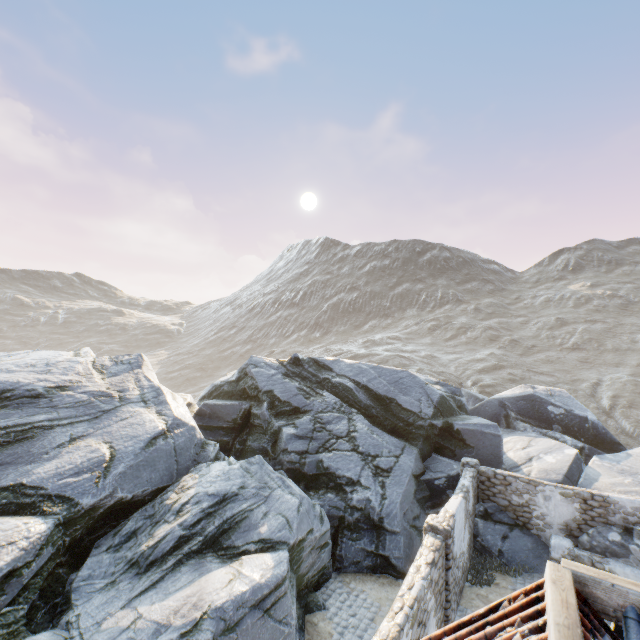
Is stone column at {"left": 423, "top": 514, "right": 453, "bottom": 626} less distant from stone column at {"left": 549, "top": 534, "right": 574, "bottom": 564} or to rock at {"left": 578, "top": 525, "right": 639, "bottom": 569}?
rock at {"left": 578, "top": 525, "right": 639, "bottom": 569}

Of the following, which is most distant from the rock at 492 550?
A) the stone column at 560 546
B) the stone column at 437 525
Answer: the stone column at 437 525

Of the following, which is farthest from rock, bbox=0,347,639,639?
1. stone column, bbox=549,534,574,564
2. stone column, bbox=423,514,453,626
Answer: stone column, bbox=423,514,453,626

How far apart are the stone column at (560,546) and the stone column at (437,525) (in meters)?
5.50

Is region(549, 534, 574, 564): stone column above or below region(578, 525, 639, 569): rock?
below

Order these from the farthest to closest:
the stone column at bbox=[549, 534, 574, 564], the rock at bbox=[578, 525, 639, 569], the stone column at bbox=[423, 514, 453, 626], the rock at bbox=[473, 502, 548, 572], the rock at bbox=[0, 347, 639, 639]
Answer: the rock at bbox=[473, 502, 548, 572] → the stone column at bbox=[549, 534, 574, 564] → the rock at bbox=[578, 525, 639, 569] → the stone column at bbox=[423, 514, 453, 626] → the rock at bbox=[0, 347, 639, 639]

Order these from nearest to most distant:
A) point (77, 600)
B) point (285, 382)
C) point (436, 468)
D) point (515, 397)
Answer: point (77, 600), point (436, 468), point (285, 382), point (515, 397)
